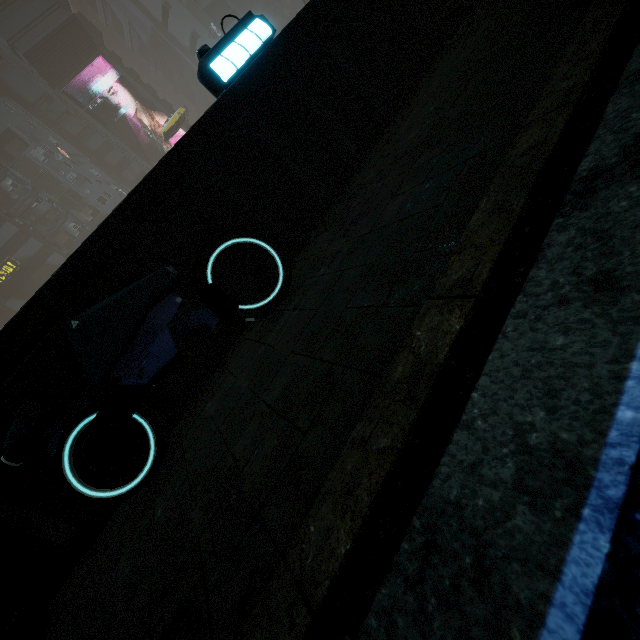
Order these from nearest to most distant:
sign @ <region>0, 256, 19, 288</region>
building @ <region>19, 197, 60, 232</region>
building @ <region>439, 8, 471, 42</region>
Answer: building @ <region>439, 8, 471, 42</region>
sign @ <region>0, 256, 19, 288</region>
building @ <region>19, 197, 60, 232</region>

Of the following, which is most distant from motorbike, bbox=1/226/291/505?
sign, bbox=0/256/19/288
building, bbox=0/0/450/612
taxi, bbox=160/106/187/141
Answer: sign, bbox=0/256/19/288

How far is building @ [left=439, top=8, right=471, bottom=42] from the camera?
5.6m

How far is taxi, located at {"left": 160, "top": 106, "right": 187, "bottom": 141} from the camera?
37.62m

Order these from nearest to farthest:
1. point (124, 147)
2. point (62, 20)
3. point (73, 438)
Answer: point (73, 438) < point (62, 20) < point (124, 147)

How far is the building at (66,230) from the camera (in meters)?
46.34

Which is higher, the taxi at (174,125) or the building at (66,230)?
the building at (66,230)
